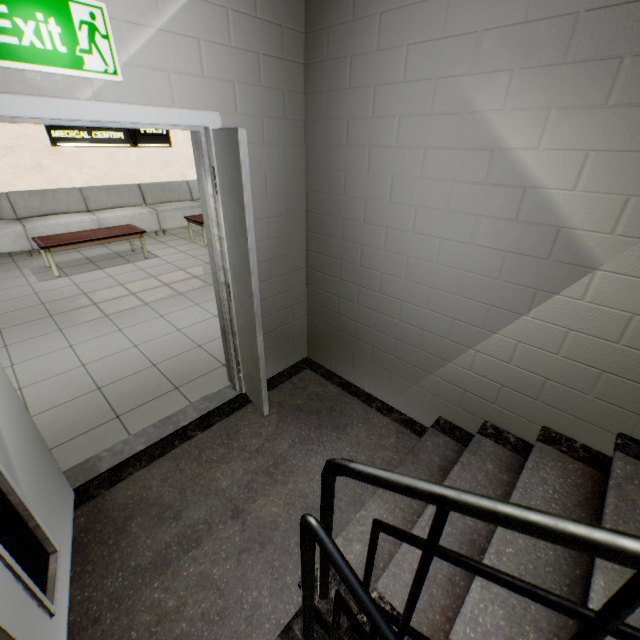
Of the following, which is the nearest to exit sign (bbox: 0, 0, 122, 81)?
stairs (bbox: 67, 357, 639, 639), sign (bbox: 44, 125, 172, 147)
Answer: stairs (bbox: 67, 357, 639, 639)

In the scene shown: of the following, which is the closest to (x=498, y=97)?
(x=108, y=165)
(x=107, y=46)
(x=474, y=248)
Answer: (x=474, y=248)

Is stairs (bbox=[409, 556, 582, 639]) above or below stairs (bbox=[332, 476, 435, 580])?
above

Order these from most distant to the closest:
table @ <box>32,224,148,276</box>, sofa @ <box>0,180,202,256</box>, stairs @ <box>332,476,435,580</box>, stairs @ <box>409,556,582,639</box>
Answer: sofa @ <box>0,180,202,256</box>
table @ <box>32,224,148,276</box>
stairs @ <box>332,476,435,580</box>
stairs @ <box>409,556,582,639</box>

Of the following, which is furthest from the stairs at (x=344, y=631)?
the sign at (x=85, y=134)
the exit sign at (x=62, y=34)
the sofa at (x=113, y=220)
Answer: the sign at (x=85, y=134)

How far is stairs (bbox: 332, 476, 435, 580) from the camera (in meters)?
1.63

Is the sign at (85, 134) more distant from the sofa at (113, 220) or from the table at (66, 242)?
the table at (66, 242)

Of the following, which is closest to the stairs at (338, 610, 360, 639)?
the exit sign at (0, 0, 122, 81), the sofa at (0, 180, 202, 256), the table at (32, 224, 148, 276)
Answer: the exit sign at (0, 0, 122, 81)
